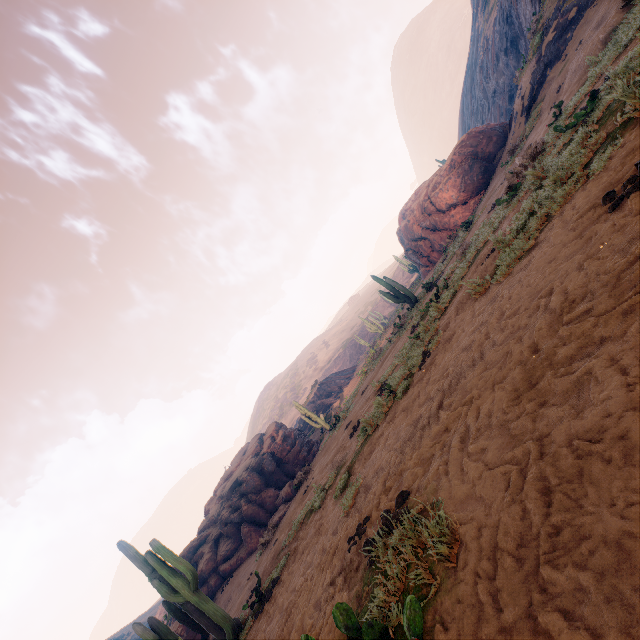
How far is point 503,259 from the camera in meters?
5.5

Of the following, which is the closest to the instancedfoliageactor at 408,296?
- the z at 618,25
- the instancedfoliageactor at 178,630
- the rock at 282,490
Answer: the z at 618,25

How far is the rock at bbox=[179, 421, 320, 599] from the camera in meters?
17.2 m

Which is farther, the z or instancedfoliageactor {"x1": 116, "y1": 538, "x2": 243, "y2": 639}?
instancedfoliageactor {"x1": 116, "y1": 538, "x2": 243, "y2": 639}

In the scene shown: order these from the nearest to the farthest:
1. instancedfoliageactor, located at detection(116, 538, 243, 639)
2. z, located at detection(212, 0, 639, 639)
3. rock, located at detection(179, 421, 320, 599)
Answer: z, located at detection(212, 0, 639, 639) < instancedfoliageactor, located at detection(116, 538, 243, 639) < rock, located at detection(179, 421, 320, 599)

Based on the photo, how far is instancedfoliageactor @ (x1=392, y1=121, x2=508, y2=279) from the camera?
20.41m

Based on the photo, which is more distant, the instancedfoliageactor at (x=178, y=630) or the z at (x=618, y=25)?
the instancedfoliageactor at (x=178, y=630)
